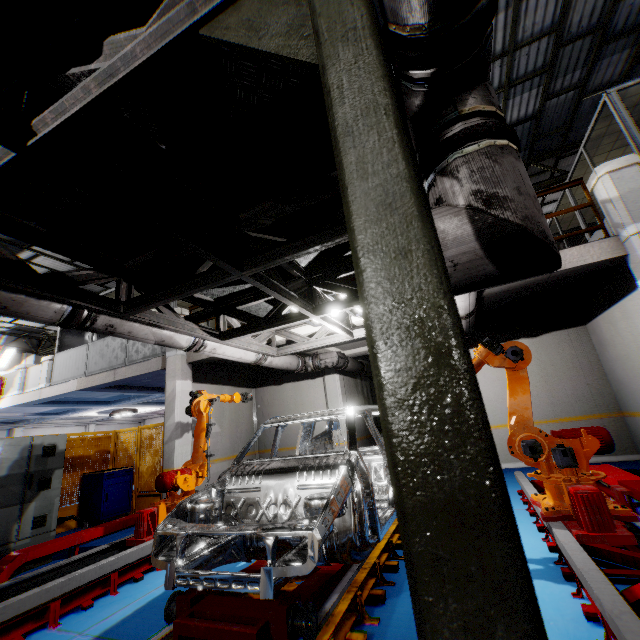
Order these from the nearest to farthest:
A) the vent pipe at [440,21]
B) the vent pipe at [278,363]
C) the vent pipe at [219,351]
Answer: the vent pipe at [440,21] → the vent pipe at [219,351] → the vent pipe at [278,363]

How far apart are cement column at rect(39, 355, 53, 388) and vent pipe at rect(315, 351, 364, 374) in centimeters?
957cm

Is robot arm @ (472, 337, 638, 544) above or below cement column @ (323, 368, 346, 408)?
below

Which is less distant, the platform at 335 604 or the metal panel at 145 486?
the platform at 335 604

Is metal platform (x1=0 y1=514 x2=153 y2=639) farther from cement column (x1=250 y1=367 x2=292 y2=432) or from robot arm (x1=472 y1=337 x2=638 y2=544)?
robot arm (x1=472 y1=337 x2=638 y2=544)

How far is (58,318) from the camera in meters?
3.9 m

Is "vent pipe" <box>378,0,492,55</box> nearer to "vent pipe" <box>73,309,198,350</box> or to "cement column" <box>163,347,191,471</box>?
"vent pipe" <box>73,309,198,350</box>

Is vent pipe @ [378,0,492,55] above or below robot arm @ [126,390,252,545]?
above
